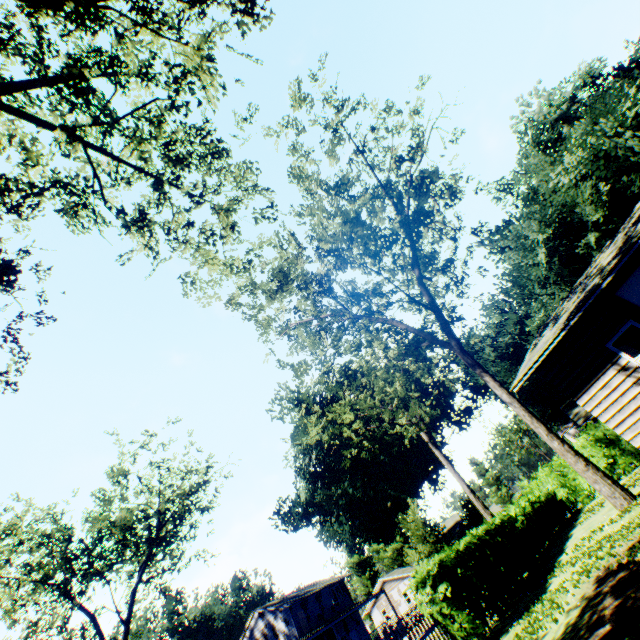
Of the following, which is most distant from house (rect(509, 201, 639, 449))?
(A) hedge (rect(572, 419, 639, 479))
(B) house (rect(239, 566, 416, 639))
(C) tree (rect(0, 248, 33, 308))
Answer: (B) house (rect(239, 566, 416, 639))

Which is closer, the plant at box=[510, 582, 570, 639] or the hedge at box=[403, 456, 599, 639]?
the plant at box=[510, 582, 570, 639]

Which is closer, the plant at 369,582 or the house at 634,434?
the house at 634,434

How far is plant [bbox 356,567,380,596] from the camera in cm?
5800

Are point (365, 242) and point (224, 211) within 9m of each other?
yes

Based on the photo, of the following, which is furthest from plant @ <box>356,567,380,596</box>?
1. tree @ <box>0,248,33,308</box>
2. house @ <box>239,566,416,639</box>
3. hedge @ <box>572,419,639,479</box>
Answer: tree @ <box>0,248,33,308</box>

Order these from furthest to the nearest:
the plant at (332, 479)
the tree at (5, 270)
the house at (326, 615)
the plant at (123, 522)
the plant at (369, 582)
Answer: the plant at (369, 582)
the house at (326, 615)
the plant at (123, 522)
the plant at (332, 479)
the tree at (5, 270)

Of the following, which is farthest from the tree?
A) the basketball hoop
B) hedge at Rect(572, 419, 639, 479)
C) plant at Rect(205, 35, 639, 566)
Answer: the basketball hoop
